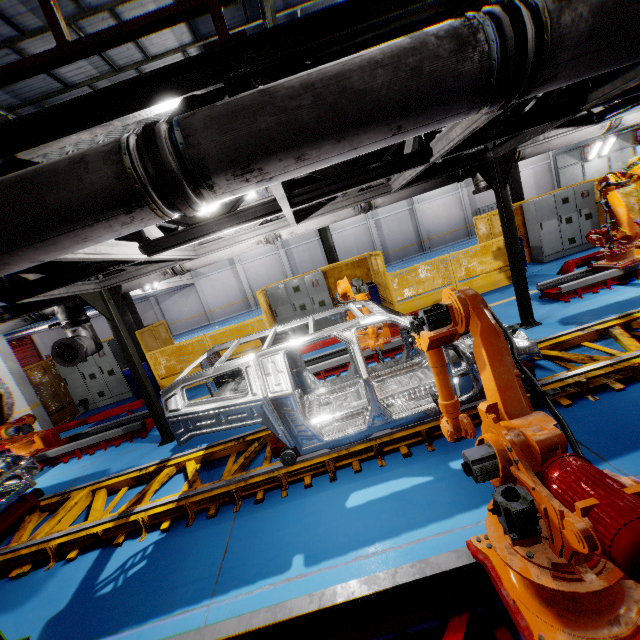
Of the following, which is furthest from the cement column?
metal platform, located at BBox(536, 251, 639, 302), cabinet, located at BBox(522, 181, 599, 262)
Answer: cabinet, located at BBox(522, 181, 599, 262)

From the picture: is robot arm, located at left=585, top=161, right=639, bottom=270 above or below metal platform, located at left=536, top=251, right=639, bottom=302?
above

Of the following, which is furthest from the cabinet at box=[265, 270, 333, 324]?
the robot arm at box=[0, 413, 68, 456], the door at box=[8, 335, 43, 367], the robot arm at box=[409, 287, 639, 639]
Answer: the door at box=[8, 335, 43, 367]

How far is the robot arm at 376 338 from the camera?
6.0 meters

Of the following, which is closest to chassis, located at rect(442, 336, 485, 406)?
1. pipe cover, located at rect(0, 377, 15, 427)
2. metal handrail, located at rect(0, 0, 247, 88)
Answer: pipe cover, located at rect(0, 377, 15, 427)

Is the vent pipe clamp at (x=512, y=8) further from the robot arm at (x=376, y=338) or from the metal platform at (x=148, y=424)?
the metal platform at (x=148, y=424)

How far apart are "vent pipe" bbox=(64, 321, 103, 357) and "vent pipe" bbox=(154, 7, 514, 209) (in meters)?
3.64

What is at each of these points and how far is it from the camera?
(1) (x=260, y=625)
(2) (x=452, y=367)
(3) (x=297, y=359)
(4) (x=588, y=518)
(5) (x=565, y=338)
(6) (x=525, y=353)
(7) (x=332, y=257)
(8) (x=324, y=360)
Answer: (1) metal platform, 2.29m
(2) chassis, 4.70m
(3) chassis, 5.53m
(4) robot arm, 1.52m
(5) platform, 5.20m
(6) chassis, 3.89m
(7) metal pole, 12.59m
(8) metal platform, 7.91m
